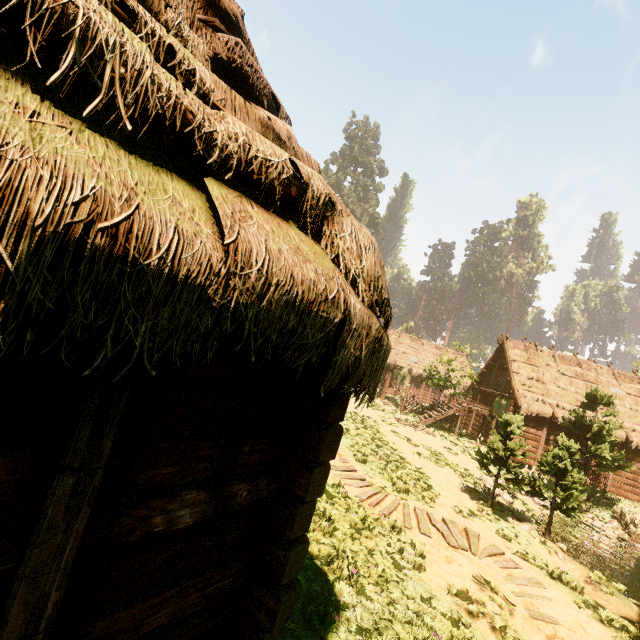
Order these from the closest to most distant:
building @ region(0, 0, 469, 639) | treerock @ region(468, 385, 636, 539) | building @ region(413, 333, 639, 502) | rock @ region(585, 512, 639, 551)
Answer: building @ region(0, 0, 469, 639) < treerock @ region(468, 385, 636, 539) < rock @ region(585, 512, 639, 551) < building @ region(413, 333, 639, 502)

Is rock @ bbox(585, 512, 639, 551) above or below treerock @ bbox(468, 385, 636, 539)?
below

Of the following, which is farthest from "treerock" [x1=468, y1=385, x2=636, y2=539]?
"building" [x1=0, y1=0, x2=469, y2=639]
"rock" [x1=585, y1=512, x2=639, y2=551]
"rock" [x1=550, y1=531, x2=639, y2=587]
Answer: "rock" [x1=550, y1=531, x2=639, y2=587]

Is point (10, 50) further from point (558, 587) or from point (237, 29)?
point (558, 587)

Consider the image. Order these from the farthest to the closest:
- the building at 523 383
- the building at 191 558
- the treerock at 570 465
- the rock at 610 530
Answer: the building at 523 383 < the rock at 610 530 < the treerock at 570 465 < the building at 191 558

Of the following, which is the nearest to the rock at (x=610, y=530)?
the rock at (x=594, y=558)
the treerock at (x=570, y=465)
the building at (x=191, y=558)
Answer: the treerock at (x=570, y=465)

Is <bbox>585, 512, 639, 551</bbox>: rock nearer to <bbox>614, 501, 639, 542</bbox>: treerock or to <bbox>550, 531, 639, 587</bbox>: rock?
<bbox>614, 501, 639, 542</bbox>: treerock
